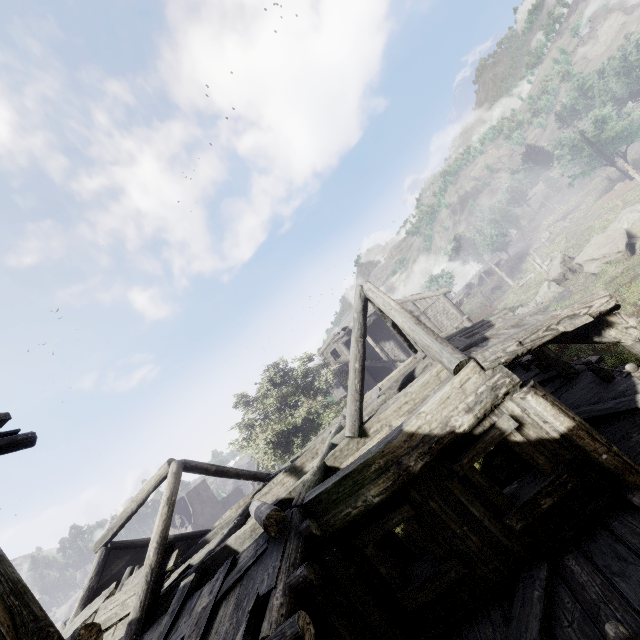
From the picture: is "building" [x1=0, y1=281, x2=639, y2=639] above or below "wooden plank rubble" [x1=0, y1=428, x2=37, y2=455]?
below

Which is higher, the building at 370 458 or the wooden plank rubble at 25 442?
the wooden plank rubble at 25 442

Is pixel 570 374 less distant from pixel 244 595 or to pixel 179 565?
pixel 244 595
